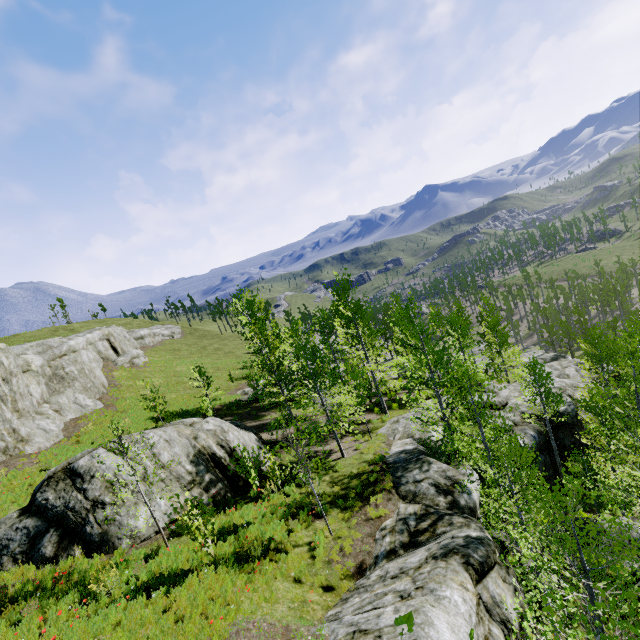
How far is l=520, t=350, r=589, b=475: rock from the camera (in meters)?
19.95

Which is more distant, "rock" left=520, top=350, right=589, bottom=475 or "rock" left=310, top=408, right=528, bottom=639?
"rock" left=520, top=350, right=589, bottom=475

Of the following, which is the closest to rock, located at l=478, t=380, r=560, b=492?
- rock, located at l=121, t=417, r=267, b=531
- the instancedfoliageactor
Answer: the instancedfoliageactor

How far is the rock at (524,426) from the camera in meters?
19.7 m

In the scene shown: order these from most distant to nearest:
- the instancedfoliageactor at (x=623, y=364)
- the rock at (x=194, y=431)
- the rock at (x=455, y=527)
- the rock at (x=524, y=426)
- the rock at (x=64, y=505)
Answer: the rock at (x=524, y=426) < the rock at (x=194, y=431) < the rock at (x=64, y=505) < the rock at (x=455, y=527) < the instancedfoliageactor at (x=623, y=364)

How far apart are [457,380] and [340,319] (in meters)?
14.03
